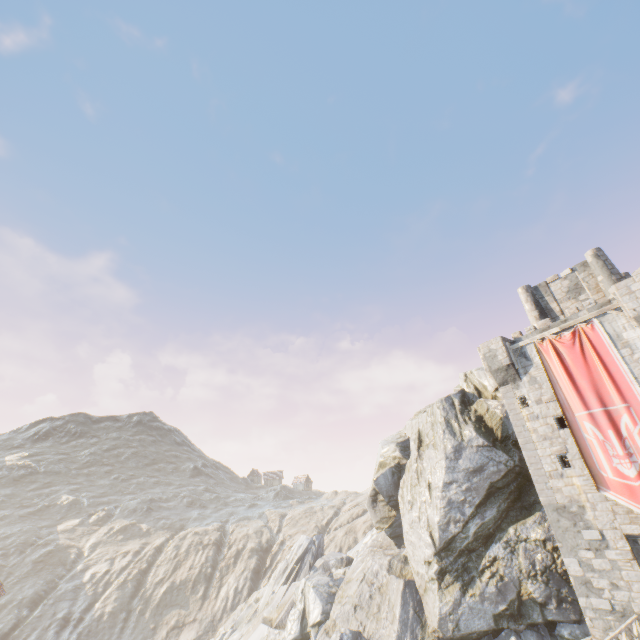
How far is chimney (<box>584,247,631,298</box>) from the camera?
20.5 meters

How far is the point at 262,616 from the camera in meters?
32.0 m

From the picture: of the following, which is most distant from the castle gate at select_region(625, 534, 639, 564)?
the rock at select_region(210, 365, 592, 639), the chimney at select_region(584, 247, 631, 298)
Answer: the chimney at select_region(584, 247, 631, 298)

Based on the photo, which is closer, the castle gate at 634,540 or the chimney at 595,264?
the castle gate at 634,540

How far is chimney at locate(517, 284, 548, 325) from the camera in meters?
23.7 m

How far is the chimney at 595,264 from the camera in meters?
20.5 m

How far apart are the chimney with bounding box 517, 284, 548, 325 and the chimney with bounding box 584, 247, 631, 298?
3.19m

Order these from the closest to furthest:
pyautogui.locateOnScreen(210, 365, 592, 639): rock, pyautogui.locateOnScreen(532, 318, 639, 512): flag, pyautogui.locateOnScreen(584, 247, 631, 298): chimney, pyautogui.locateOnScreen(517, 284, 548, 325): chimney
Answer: pyautogui.locateOnScreen(532, 318, 639, 512): flag, pyautogui.locateOnScreen(210, 365, 592, 639): rock, pyautogui.locateOnScreen(584, 247, 631, 298): chimney, pyautogui.locateOnScreen(517, 284, 548, 325): chimney
